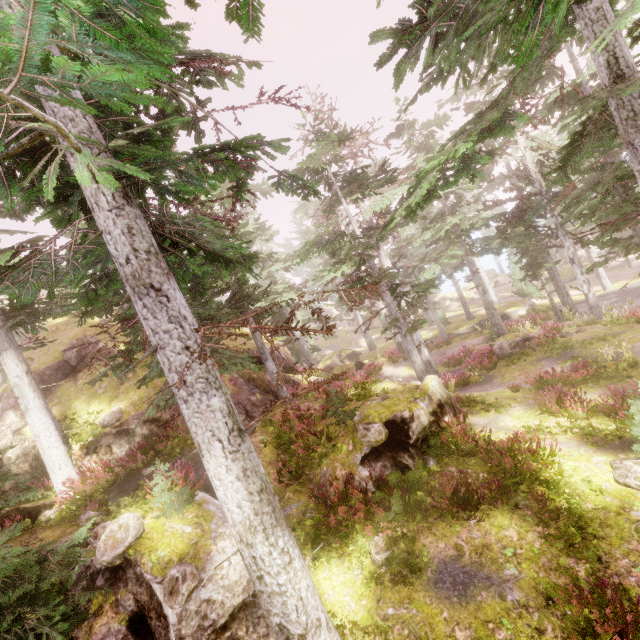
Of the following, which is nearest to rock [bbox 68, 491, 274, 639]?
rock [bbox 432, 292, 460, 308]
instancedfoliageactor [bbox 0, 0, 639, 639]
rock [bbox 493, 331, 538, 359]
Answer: instancedfoliageactor [bbox 0, 0, 639, 639]

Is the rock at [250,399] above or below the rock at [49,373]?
below

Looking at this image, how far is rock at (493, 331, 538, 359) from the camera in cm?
1898

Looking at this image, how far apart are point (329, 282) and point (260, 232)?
6.32m

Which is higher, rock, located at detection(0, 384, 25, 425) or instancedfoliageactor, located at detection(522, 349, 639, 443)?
rock, located at detection(0, 384, 25, 425)

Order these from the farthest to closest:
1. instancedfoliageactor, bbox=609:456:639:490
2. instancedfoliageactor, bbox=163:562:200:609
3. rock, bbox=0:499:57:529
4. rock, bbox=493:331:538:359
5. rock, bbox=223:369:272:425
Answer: rock, bbox=493:331:538:359
rock, bbox=223:369:272:425
rock, bbox=0:499:57:529
instancedfoliageactor, bbox=609:456:639:490
instancedfoliageactor, bbox=163:562:200:609

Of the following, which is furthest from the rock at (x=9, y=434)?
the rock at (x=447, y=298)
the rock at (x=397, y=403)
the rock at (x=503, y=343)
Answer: the rock at (x=447, y=298)

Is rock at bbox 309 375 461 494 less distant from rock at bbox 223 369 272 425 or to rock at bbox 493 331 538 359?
rock at bbox 223 369 272 425
